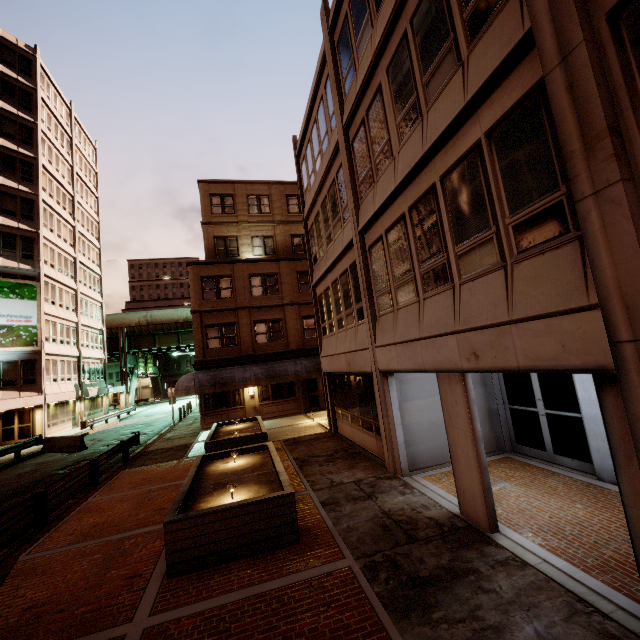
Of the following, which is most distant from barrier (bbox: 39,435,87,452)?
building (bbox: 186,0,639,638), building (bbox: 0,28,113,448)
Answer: building (bbox: 186,0,639,638)

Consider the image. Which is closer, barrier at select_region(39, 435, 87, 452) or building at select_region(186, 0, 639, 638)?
building at select_region(186, 0, 639, 638)

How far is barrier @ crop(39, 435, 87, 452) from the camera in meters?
20.7

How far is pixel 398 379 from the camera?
→ 10.0m

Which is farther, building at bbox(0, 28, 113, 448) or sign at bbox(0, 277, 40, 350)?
building at bbox(0, 28, 113, 448)

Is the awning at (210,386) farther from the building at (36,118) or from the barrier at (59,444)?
the building at (36,118)

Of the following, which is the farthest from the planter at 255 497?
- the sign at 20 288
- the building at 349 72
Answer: the sign at 20 288

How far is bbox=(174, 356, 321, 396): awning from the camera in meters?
20.5 m
